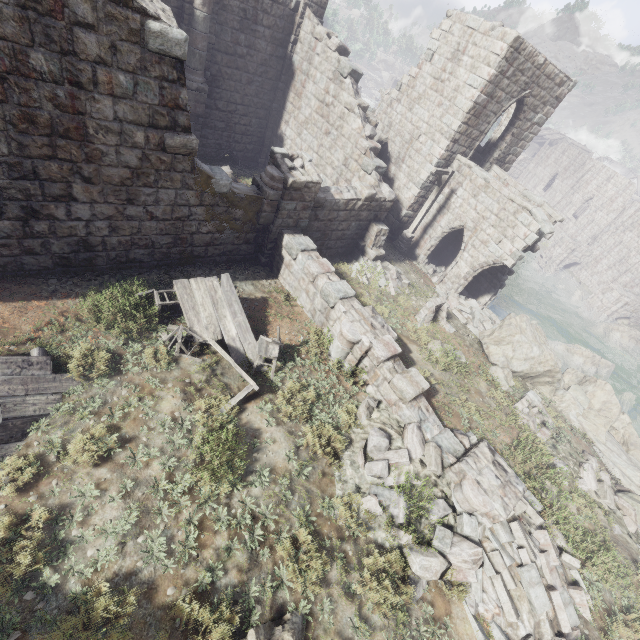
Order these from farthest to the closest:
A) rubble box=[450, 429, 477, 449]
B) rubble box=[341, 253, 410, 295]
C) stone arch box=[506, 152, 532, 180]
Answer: stone arch box=[506, 152, 532, 180]
rubble box=[341, 253, 410, 295]
rubble box=[450, 429, 477, 449]

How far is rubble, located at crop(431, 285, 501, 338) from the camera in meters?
15.0

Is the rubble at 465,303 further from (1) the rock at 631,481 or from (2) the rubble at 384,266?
(2) the rubble at 384,266

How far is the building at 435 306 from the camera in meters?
12.6 m

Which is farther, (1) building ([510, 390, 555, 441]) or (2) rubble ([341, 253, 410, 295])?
(2) rubble ([341, 253, 410, 295])

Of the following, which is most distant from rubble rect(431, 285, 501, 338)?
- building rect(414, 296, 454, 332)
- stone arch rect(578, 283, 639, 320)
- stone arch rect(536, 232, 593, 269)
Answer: stone arch rect(536, 232, 593, 269)

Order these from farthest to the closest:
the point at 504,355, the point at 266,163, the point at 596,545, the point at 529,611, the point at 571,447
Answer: the point at 266,163
the point at 504,355
the point at 571,447
the point at 596,545
the point at 529,611

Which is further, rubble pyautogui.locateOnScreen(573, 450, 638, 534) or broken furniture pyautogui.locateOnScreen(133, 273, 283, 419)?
rubble pyautogui.locateOnScreen(573, 450, 638, 534)
